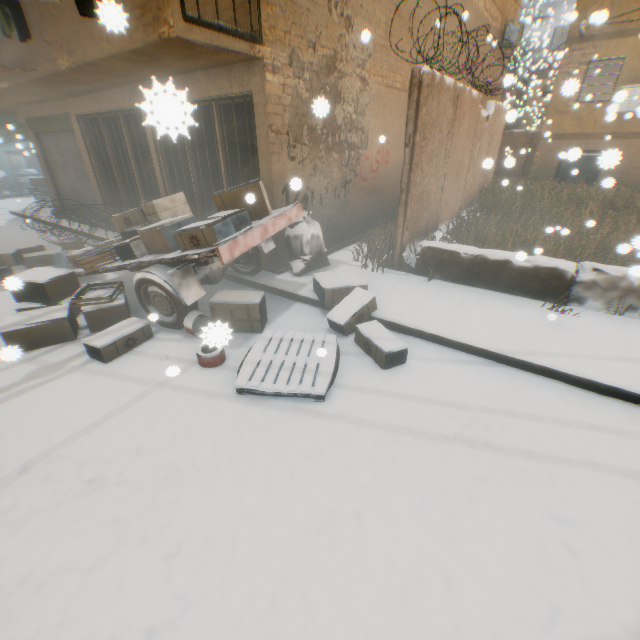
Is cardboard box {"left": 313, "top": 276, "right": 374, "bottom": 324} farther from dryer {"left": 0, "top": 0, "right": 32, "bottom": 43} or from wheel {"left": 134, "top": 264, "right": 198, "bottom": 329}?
dryer {"left": 0, "top": 0, "right": 32, "bottom": 43}

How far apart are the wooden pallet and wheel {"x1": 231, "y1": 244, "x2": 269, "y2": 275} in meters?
Result: 2.0

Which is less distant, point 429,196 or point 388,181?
point 429,196

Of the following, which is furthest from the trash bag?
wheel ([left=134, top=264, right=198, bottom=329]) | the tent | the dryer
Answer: the tent

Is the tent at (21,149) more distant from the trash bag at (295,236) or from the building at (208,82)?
the trash bag at (295,236)

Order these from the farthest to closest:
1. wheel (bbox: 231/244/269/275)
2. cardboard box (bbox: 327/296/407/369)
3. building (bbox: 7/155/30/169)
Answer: building (bbox: 7/155/30/169) → wheel (bbox: 231/244/269/275) → cardboard box (bbox: 327/296/407/369)

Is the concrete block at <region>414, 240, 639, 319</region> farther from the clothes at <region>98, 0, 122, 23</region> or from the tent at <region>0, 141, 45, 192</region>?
the tent at <region>0, 141, 45, 192</region>

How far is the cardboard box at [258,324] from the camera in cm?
450
